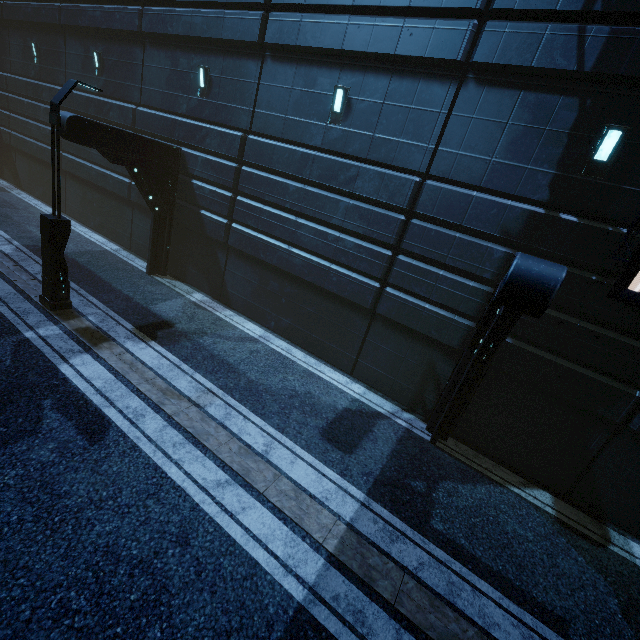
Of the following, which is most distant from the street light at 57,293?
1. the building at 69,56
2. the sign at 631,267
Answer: the sign at 631,267

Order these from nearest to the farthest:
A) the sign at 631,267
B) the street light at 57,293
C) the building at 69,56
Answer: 1. the sign at 631,267
2. the building at 69,56
3. the street light at 57,293

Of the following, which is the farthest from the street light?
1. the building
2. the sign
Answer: the sign

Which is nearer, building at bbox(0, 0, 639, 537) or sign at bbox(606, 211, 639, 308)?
sign at bbox(606, 211, 639, 308)

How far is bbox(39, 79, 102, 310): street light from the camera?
7.26m

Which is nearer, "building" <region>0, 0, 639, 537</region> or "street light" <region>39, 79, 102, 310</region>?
"building" <region>0, 0, 639, 537</region>

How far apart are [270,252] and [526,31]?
7.9m

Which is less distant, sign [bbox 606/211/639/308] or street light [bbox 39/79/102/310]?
sign [bbox 606/211/639/308]
